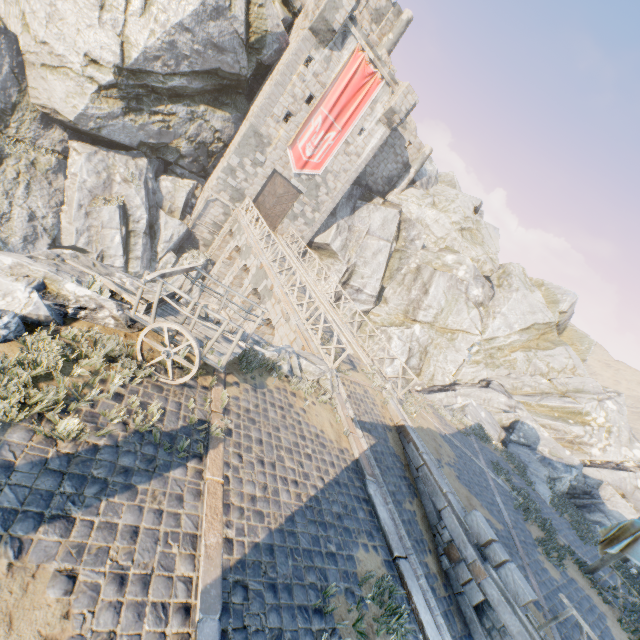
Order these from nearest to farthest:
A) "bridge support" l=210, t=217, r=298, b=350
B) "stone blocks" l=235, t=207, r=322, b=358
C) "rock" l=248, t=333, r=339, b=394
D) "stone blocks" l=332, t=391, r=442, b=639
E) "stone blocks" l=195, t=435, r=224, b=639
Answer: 1. "stone blocks" l=195, t=435, r=224, b=639
2. "stone blocks" l=332, t=391, r=442, b=639
3. "rock" l=248, t=333, r=339, b=394
4. "stone blocks" l=235, t=207, r=322, b=358
5. "bridge support" l=210, t=217, r=298, b=350

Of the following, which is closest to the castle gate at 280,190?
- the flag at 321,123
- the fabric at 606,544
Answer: the flag at 321,123

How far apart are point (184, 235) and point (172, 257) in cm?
191

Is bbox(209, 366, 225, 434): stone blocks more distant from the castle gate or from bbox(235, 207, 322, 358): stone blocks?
the castle gate

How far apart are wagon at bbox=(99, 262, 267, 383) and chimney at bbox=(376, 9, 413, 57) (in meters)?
28.51

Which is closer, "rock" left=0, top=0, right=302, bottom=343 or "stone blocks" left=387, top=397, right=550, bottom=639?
"rock" left=0, top=0, right=302, bottom=343

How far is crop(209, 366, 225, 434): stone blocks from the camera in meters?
6.1

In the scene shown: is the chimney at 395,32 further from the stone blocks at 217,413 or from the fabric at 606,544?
the fabric at 606,544
